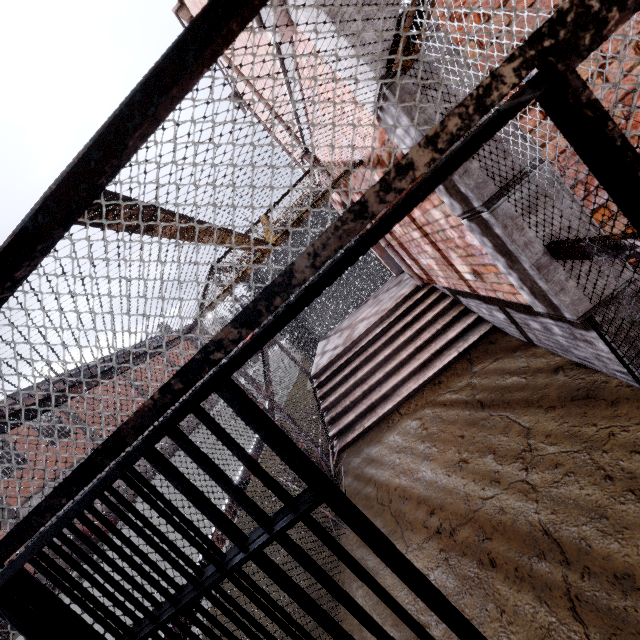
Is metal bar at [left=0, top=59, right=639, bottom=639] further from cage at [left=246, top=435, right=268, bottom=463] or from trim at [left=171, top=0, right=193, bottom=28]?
trim at [left=171, top=0, right=193, bottom=28]

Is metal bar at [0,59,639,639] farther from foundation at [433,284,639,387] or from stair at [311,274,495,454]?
stair at [311,274,495,454]

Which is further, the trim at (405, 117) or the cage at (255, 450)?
the cage at (255, 450)

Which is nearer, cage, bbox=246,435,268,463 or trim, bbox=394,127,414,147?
trim, bbox=394,127,414,147

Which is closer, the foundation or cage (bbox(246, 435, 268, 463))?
A: the foundation

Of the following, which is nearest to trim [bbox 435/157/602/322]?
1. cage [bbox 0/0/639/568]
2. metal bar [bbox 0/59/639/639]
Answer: cage [bbox 0/0/639/568]

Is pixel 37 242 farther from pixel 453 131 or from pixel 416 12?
pixel 416 12

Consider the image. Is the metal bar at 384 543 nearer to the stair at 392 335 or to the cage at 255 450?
the cage at 255 450
